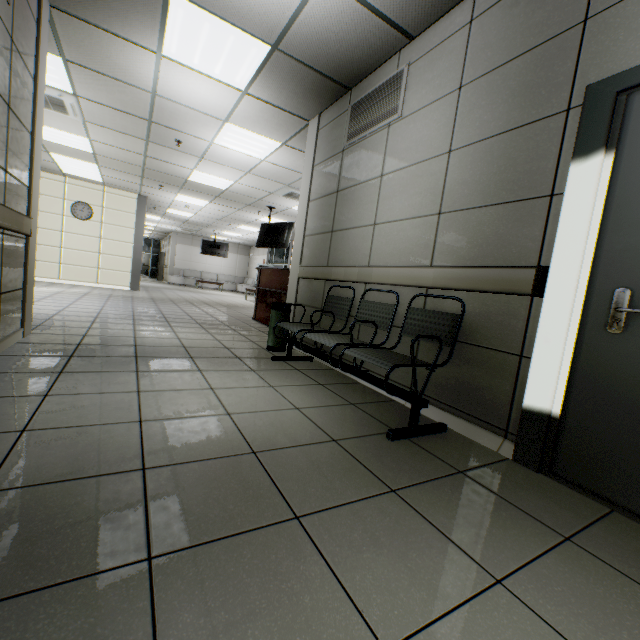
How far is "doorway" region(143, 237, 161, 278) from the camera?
26.30m

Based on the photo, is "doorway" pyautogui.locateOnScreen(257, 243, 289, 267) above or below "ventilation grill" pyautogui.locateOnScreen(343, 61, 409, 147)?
below

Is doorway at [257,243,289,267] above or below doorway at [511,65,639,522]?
above

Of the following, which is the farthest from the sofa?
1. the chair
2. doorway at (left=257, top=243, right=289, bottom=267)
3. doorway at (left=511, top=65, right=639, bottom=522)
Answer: doorway at (left=511, top=65, right=639, bottom=522)

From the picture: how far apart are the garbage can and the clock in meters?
9.5

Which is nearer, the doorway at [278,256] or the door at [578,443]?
the door at [578,443]

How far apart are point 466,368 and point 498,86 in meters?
2.0 m

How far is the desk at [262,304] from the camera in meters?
6.0 m
